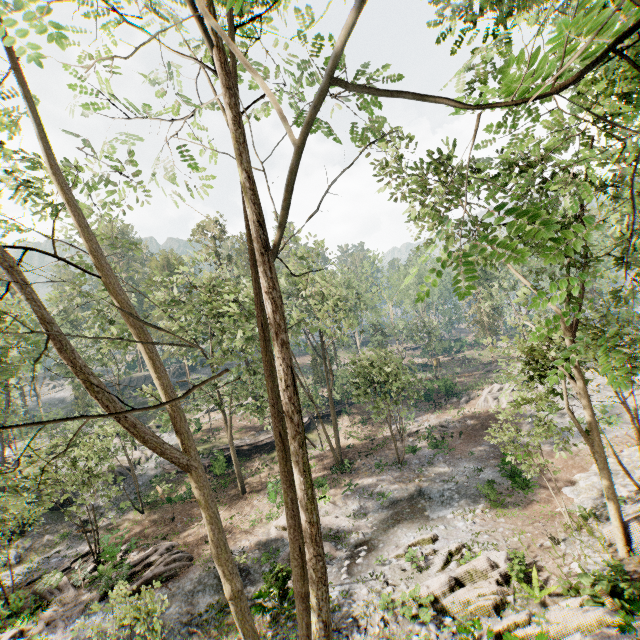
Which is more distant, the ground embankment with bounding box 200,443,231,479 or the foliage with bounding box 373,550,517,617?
the ground embankment with bounding box 200,443,231,479

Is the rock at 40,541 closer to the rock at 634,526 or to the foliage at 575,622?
the foliage at 575,622

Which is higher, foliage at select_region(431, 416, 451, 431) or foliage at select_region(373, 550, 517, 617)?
foliage at select_region(373, 550, 517, 617)

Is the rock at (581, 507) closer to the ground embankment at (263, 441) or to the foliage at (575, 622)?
the foliage at (575, 622)

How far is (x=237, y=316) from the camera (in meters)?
17.81

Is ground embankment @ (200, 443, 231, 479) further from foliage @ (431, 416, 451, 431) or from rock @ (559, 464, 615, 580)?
rock @ (559, 464, 615, 580)

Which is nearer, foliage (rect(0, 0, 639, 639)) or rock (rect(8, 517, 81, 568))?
foliage (rect(0, 0, 639, 639))

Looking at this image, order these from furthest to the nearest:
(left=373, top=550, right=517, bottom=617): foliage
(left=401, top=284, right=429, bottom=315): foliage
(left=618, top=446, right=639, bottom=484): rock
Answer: (left=618, top=446, right=639, bottom=484): rock < (left=373, top=550, right=517, bottom=617): foliage < (left=401, top=284, right=429, bottom=315): foliage
